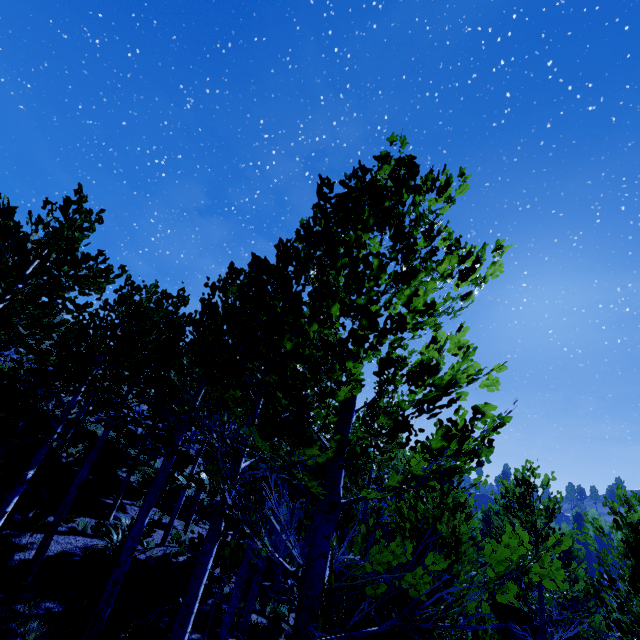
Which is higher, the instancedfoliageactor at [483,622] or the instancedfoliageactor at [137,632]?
the instancedfoliageactor at [483,622]

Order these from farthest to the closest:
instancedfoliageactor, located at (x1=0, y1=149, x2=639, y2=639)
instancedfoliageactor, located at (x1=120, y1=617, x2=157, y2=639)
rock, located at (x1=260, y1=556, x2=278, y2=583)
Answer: rock, located at (x1=260, y1=556, x2=278, y2=583), instancedfoliageactor, located at (x1=120, y1=617, x2=157, y2=639), instancedfoliageactor, located at (x1=0, y1=149, x2=639, y2=639)

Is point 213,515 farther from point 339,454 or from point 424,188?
point 424,188

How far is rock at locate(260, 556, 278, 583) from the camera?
16.8m

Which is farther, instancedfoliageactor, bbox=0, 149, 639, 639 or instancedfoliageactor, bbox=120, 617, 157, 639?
instancedfoliageactor, bbox=120, 617, 157, 639

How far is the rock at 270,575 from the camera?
16.78m

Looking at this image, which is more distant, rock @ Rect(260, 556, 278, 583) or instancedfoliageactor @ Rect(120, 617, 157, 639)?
rock @ Rect(260, 556, 278, 583)
